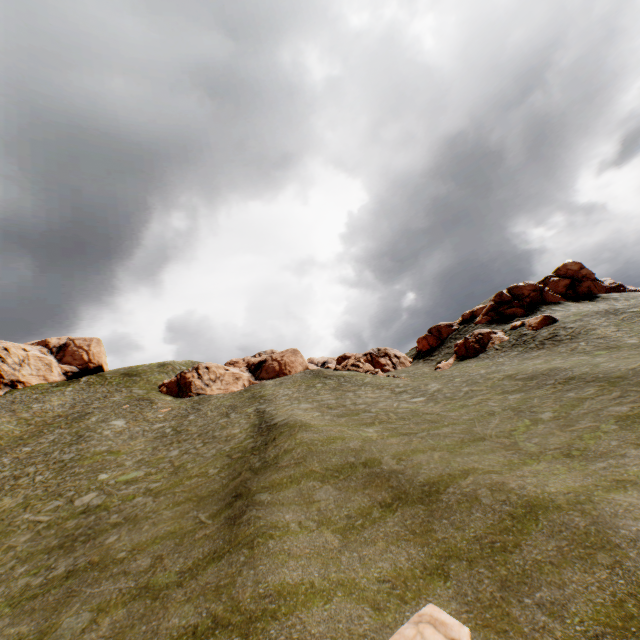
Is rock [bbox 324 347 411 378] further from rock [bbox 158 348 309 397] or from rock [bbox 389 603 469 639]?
rock [bbox 389 603 469 639]

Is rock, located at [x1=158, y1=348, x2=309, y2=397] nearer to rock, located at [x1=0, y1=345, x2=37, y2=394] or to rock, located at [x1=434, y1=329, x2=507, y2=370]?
rock, located at [x1=434, y1=329, x2=507, y2=370]

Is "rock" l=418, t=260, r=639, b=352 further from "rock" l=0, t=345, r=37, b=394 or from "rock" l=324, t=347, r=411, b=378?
"rock" l=0, t=345, r=37, b=394

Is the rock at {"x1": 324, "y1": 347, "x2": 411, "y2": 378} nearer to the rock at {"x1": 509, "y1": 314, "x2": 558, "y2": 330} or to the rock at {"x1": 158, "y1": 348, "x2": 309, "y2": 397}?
the rock at {"x1": 509, "y1": 314, "x2": 558, "y2": 330}

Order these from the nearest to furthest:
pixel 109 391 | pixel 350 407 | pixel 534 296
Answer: pixel 350 407, pixel 534 296, pixel 109 391

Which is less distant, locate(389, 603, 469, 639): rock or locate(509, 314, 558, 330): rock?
locate(389, 603, 469, 639): rock

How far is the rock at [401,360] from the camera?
45.5m

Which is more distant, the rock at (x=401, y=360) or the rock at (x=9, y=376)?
the rock at (x=9, y=376)
